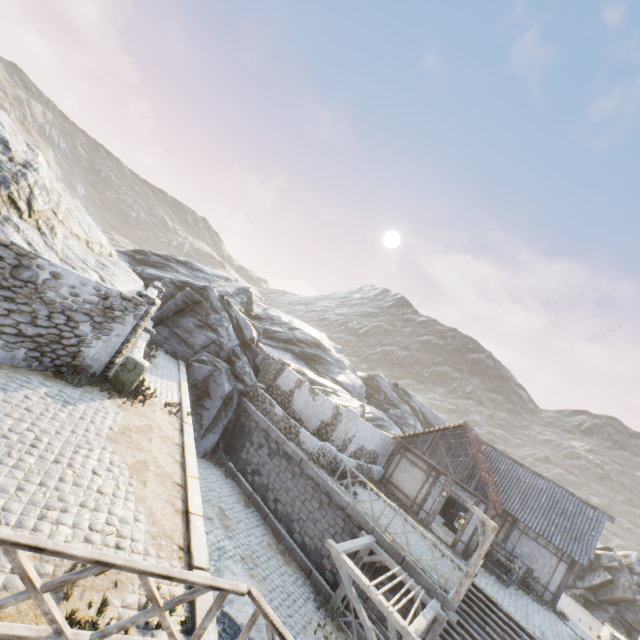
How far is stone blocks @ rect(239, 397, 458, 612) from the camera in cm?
1140

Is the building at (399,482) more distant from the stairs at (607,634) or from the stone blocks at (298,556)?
the stairs at (607,634)

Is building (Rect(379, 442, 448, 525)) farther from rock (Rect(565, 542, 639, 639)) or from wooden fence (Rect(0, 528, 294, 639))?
wooden fence (Rect(0, 528, 294, 639))

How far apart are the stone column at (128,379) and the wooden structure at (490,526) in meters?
13.2

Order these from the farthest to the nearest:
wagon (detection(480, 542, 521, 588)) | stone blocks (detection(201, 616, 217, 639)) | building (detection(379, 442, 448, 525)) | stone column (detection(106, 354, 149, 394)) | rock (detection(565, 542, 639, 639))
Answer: rock (detection(565, 542, 639, 639)) < building (detection(379, 442, 448, 525)) < wagon (detection(480, 542, 521, 588)) < stone column (detection(106, 354, 149, 394)) < stone blocks (detection(201, 616, 217, 639))

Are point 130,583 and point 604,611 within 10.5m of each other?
no

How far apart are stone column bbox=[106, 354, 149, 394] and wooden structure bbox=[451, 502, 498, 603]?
13.19m

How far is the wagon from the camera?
16.0 meters
